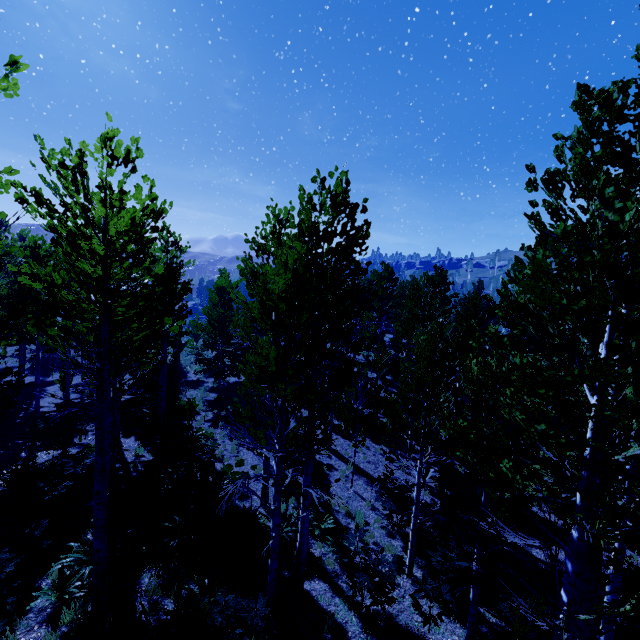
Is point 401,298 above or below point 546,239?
below

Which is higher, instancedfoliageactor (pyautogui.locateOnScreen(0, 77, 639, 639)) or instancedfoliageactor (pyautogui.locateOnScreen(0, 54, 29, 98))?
instancedfoliageactor (pyautogui.locateOnScreen(0, 54, 29, 98))

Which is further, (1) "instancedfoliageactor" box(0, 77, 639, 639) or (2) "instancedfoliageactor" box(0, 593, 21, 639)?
(2) "instancedfoliageactor" box(0, 593, 21, 639)

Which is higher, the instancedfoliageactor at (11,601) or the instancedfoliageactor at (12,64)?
the instancedfoliageactor at (12,64)

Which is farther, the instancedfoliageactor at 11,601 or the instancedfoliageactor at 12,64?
the instancedfoliageactor at 11,601

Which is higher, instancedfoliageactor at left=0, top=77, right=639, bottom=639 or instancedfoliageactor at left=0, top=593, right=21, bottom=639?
instancedfoliageactor at left=0, top=77, right=639, bottom=639
